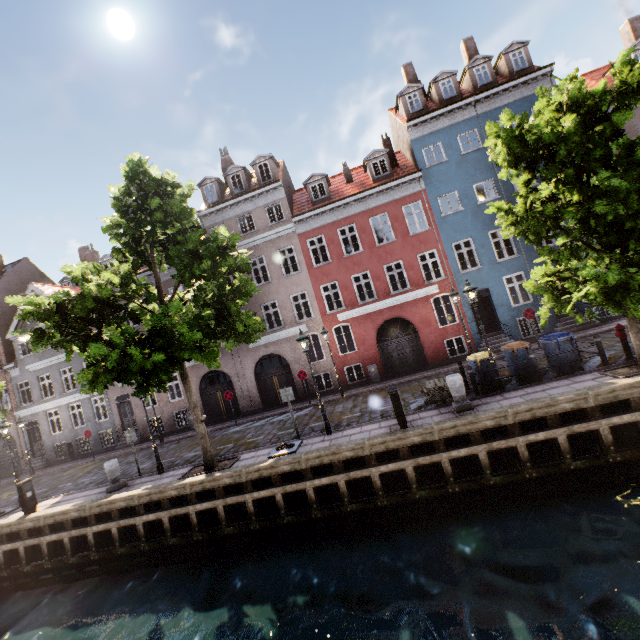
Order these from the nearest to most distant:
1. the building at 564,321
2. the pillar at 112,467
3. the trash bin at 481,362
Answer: the trash bin at 481,362, the pillar at 112,467, the building at 564,321

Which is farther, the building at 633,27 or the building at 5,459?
the building at 5,459

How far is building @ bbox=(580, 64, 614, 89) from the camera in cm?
1772

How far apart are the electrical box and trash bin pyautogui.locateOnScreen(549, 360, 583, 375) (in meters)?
19.81

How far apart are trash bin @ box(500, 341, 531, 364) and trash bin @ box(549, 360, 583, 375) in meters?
0.4

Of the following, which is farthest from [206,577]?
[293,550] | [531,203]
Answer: [531,203]

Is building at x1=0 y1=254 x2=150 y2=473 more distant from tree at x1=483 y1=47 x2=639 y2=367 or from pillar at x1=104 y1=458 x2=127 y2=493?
pillar at x1=104 y1=458 x2=127 y2=493

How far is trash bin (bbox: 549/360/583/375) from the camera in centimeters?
1066cm
